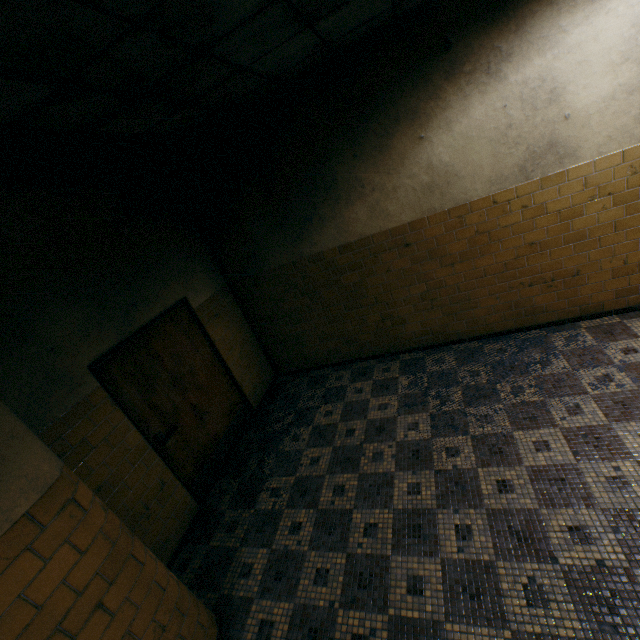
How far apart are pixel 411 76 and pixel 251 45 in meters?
1.9

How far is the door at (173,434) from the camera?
3.5 meters

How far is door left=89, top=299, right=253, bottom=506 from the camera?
3.5m
